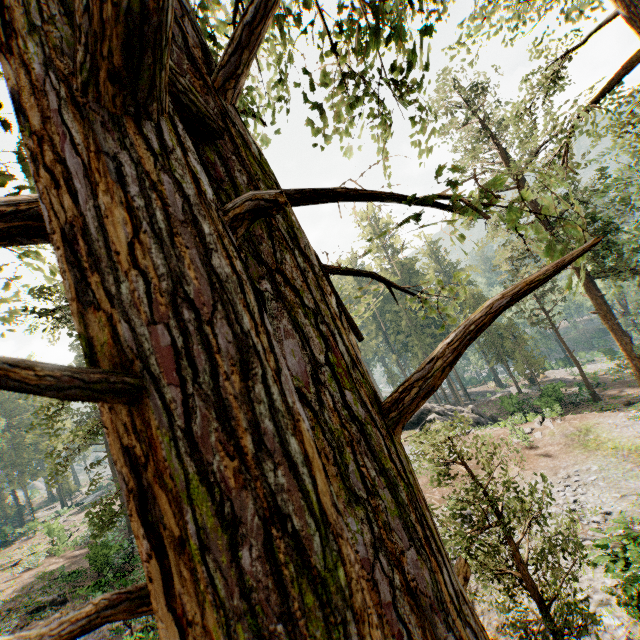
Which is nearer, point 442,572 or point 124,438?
point 124,438

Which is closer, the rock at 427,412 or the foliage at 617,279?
the foliage at 617,279

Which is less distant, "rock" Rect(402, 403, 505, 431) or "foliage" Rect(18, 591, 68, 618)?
"foliage" Rect(18, 591, 68, 618)

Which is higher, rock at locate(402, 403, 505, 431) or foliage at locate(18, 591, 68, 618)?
foliage at locate(18, 591, 68, 618)

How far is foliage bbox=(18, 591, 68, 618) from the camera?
19.3m

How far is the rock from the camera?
31.5 meters

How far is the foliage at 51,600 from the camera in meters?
19.3 m

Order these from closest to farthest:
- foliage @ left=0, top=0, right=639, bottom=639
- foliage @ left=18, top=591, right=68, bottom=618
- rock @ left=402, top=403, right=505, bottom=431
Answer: foliage @ left=0, top=0, right=639, bottom=639 < foliage @ left=18, top=591, right=68, bottom=618 < rock @ left=402, top=403, right=505, bottom=431
